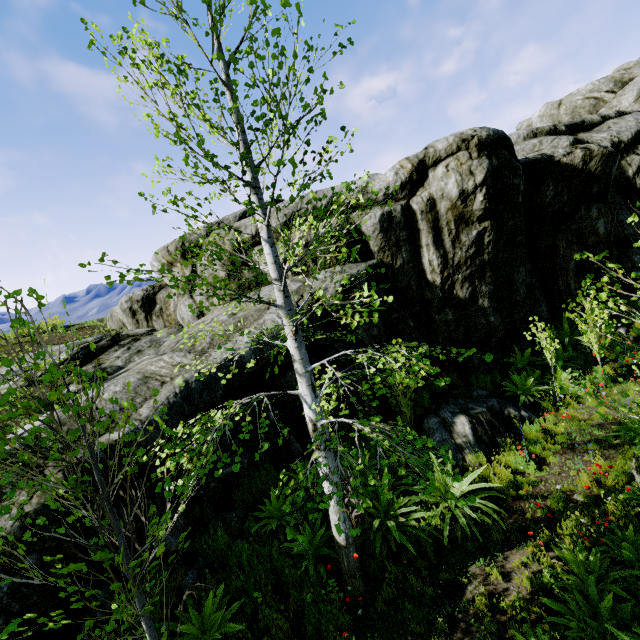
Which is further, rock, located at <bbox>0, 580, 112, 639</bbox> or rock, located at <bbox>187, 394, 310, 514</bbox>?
rock, located at <bbox>187, 394, 310, 514</bbox>

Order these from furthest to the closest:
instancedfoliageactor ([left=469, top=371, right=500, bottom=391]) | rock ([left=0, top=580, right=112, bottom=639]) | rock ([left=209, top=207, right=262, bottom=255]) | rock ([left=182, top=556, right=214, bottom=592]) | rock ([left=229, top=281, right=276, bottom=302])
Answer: rock ([left=209, top=207, right=262, bottom=255])
instancedfoliageactor ([left=469, top=371, right=500, bottom=391])
rock ([left=229, top=281, right=276, bottom=302])
rock ([left=182, top=556, right=214, bottom=592])
rock ([left=0, top=580, right=112, bottom=639])

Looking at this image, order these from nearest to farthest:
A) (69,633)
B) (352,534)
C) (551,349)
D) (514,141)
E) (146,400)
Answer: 1. (352,534)
2. (69,633)
3. (146,400)
4. (551,349)
5. (514,141)

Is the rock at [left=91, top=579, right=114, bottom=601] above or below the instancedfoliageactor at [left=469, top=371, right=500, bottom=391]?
above

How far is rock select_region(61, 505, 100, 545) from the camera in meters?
4.1

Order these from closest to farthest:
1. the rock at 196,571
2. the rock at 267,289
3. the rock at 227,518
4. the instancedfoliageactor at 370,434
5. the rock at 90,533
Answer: the instancedfoliageactor at 370,434
the rock at 90,533
the rock at 196,571
the rock at 227,518
the rock at 267,289

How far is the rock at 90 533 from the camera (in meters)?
4.06
